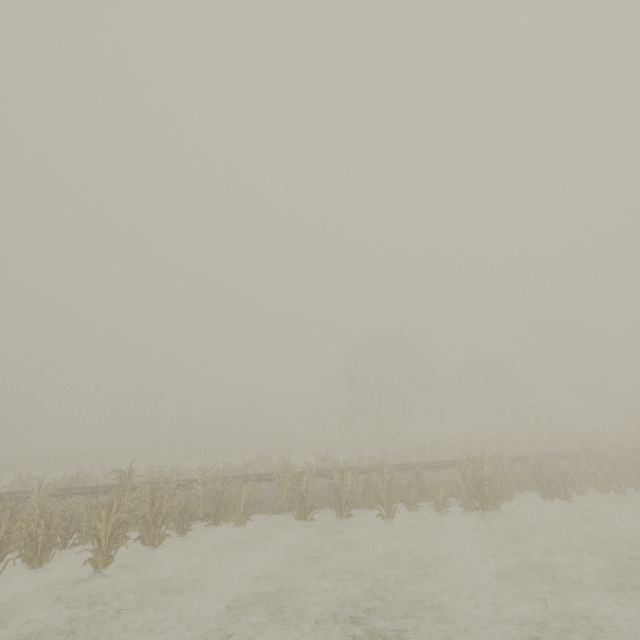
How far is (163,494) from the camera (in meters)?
11.78
